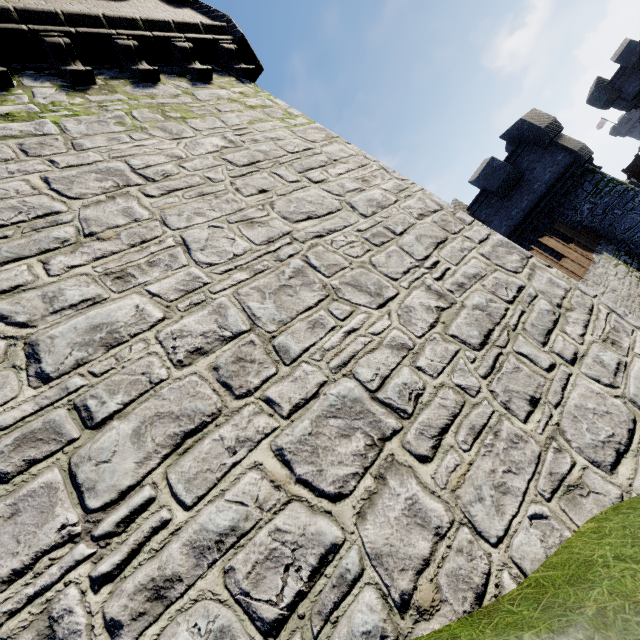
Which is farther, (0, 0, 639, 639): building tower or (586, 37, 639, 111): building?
(586, 37, 639, 111): building

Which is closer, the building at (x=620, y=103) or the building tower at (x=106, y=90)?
the building tower at (x=106, y=90)

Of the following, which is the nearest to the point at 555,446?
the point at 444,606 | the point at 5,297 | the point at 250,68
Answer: the point at 444,606
